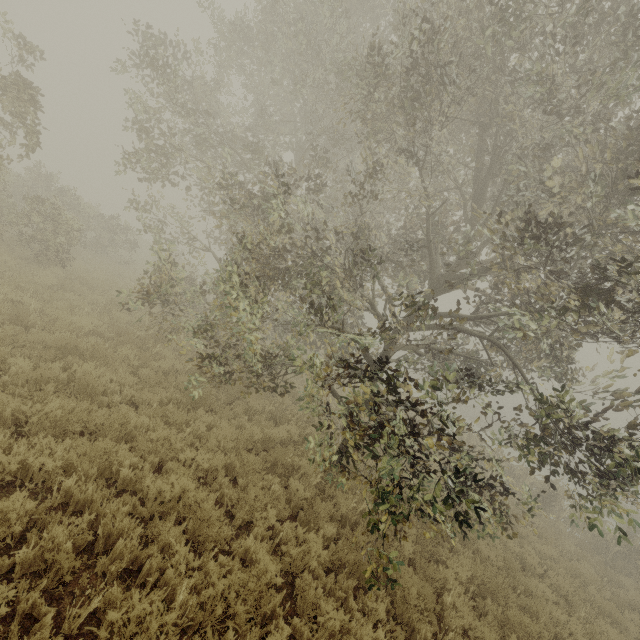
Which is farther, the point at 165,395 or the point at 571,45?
the point at 165,395
